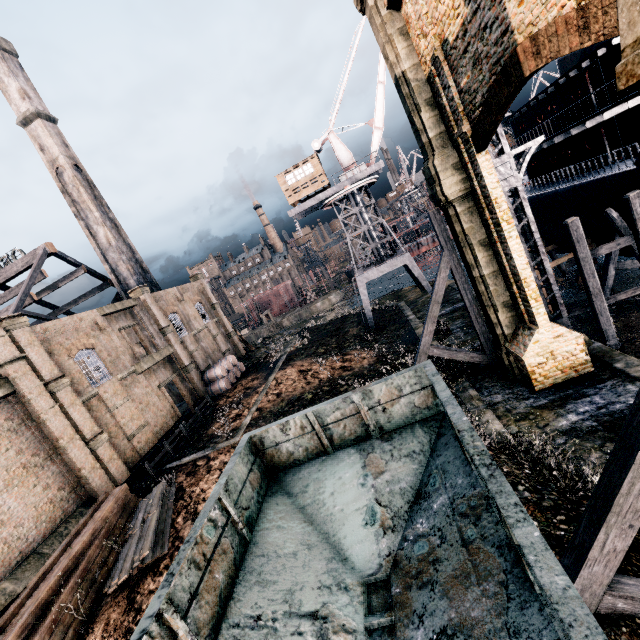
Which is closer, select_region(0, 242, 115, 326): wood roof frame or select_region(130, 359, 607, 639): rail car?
select_region(130, 359, 607, 639): rail car

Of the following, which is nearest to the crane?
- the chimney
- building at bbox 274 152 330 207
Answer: building at bbox 274 152 330 207

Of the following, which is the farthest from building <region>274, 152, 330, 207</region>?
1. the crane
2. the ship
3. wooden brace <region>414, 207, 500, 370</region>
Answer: wooden brace <region>414, 207, 500, 370</region>

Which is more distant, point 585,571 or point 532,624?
point 585,571

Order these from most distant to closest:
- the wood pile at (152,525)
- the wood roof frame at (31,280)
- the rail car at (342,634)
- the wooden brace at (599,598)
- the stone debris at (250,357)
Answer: the stone debris at (250,357)
the wood roof frame at (31,280)
the wood pile at (152,525)
the wooden brace at (599,598)
the rail car at (342,634)

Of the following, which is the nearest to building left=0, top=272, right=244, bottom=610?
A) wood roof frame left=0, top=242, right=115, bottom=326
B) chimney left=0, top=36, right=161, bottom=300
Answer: wood roof frame left=0, top=242, right=115, bottom=326

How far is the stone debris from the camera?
41.41m

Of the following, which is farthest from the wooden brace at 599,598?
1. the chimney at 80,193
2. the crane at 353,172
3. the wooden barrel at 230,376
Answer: the chimney at 80,193
